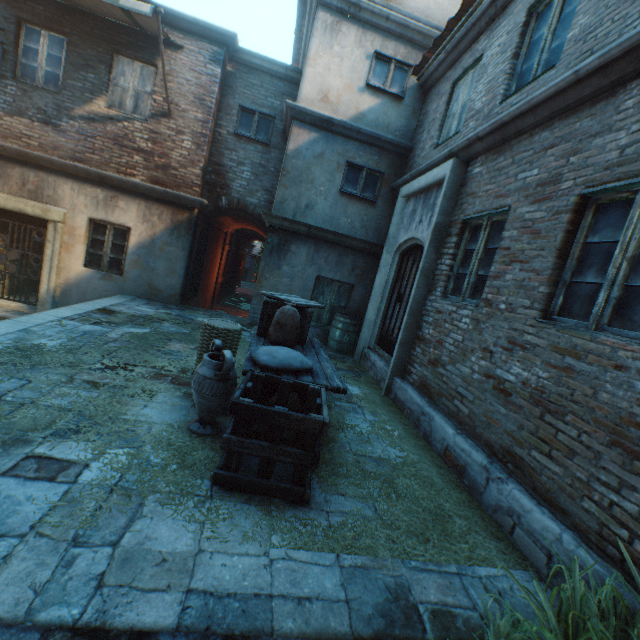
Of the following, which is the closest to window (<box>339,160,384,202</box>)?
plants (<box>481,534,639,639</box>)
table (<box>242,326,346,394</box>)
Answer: table (<box>242,326,346,394</box>)

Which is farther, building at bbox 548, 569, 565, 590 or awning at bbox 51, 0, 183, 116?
awning at bbox 51, 0, 183, 116

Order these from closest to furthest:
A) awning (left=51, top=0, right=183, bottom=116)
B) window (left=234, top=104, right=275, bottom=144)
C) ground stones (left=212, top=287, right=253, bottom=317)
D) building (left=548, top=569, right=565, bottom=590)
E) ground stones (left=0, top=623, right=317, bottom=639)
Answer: ground stones (left=0, top=623, right=317, bottom=639) < building (left=548, top=569, right=565, bottom=590) < awning (left=51, top=0, right=183, bottom=116) < window (left=234, top=104, right=275, bottom=144) < ground stones (left=212, top=287, right=253, bottom=317)

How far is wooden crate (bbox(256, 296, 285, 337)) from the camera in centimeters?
461cm

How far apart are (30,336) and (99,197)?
5.25m

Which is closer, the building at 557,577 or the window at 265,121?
the building at 557,577

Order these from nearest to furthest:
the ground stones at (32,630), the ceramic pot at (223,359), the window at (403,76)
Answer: the ground stones at (32,630), the ceramic pot at (223,359), the window at (403,76)

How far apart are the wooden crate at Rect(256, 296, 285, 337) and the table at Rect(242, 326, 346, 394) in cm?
2
